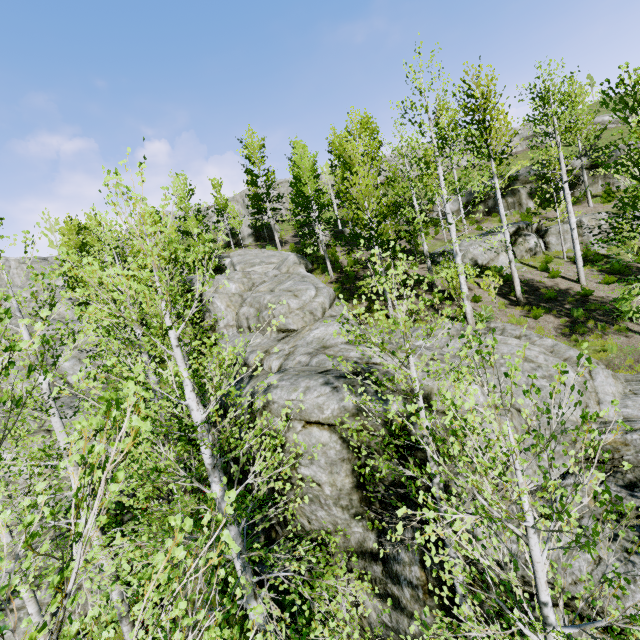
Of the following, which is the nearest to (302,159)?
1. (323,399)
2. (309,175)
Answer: (309,175)

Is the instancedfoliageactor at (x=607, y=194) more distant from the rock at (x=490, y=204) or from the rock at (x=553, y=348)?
the rock at (x=490, y=204)

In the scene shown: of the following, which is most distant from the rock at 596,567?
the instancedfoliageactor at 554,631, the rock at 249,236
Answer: the rock at 249,236

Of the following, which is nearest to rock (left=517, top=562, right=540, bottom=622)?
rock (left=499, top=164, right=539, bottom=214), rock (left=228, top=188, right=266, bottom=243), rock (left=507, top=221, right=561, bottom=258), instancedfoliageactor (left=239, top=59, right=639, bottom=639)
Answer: instancedfoliageactor (left=239, top=59, right=639, bottom=639)

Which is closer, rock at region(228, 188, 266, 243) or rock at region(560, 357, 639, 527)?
rock at region(560, 357, 639, 527)

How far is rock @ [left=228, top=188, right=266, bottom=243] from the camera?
39.1 meters

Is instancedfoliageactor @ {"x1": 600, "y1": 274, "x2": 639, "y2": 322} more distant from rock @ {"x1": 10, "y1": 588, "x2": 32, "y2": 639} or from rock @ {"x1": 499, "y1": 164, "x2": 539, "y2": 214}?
rock @ {"x1": 499, "y1": 164, "x2": 539, "y2": 214}

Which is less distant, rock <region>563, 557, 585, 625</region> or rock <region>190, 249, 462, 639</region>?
rock <region>563, 557, 585, 625</region>
